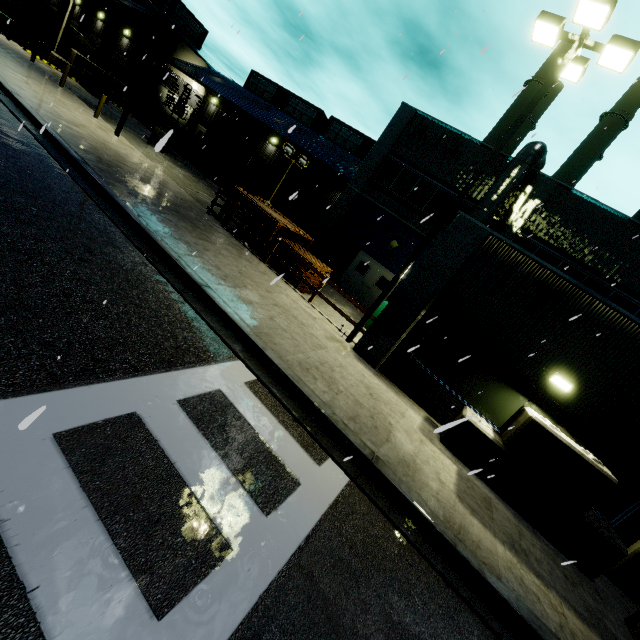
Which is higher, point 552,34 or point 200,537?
point 552,34

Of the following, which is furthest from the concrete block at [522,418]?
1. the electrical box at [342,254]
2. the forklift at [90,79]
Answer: the forklift at [90,79]

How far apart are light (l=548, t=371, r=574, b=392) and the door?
10.3 meters

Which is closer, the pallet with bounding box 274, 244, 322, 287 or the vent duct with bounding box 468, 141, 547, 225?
the pallet with bounding box 274, 244, 322, 287

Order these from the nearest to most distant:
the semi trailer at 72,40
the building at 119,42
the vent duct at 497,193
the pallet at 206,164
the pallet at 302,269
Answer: the pallet at 302,269 → the vent duct at 497,193 → the building at 119,42 → the pallet at 206,164 → the semi trailer at 72,40

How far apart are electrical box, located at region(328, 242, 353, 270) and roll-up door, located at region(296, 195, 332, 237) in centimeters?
751cm

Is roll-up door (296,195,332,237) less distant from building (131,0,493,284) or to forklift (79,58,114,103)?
building (131,0,493,284)
